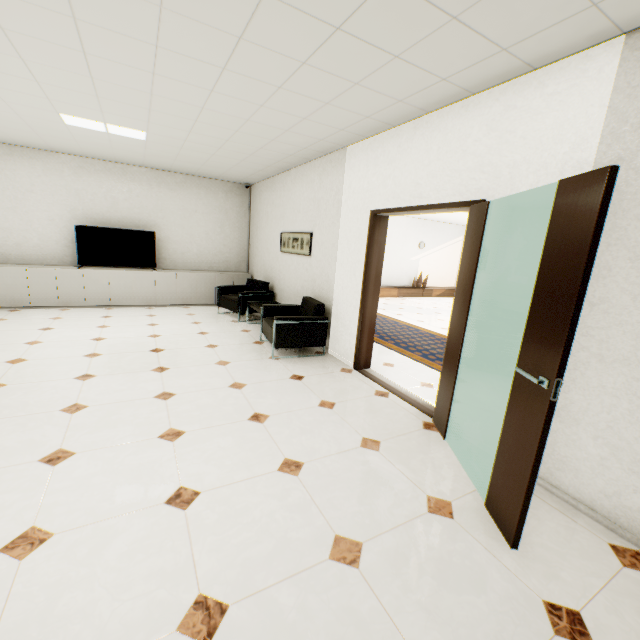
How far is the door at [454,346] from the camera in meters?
2.6

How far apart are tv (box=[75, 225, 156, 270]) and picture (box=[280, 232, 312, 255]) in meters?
3.0

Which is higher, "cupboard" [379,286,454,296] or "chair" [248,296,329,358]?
"chair" [248,296,329,358]

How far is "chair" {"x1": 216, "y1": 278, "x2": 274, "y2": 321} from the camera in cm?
645

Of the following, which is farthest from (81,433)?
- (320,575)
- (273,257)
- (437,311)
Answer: (437,311)

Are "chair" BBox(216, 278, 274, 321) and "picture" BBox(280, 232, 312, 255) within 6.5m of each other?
yes

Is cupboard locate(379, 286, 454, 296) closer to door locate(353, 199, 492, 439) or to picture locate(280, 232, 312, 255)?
picture locate(280, 232, 312, 255)

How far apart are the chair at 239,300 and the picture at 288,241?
0.8 meters
